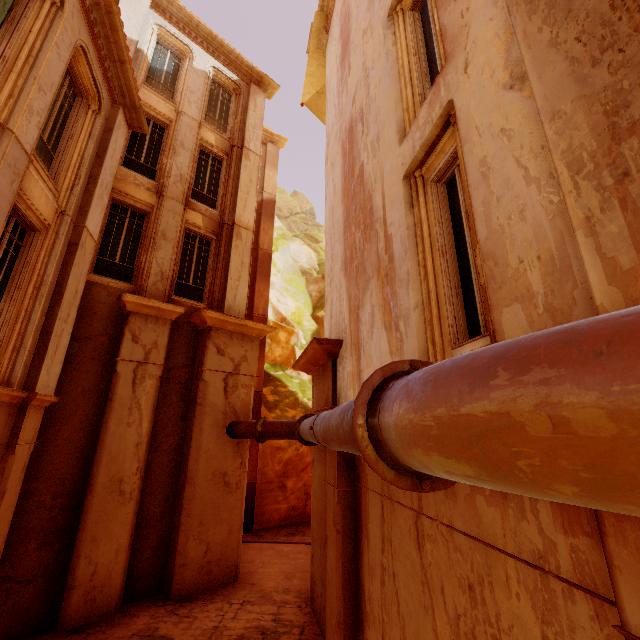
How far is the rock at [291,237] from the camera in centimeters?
1775cm

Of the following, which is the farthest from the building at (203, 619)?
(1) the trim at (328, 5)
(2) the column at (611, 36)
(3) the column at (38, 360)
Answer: (1) the trim at (328, 5)

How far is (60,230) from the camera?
7.0 meters

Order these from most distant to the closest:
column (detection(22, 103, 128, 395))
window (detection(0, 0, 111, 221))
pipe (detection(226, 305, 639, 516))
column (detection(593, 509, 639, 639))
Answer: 1. column (detection(22, 103, 128, 395))
2. window (detection(0, 0, 111, 221))
3. column (detection(593, 509, 639, 639))
4. pipe (detection(226, 305, 639, 516))

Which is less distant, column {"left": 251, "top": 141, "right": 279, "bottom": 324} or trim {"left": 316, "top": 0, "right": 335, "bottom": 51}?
trim {"left": 316, "top": 0, "right": 335, "bottom": 51}

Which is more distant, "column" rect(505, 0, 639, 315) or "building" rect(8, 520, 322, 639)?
"building" rect(8, 520, 322, 639)

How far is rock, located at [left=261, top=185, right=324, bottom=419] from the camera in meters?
17.8 m

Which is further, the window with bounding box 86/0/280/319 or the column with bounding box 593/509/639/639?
the window with bounding box 86/0/280/319
